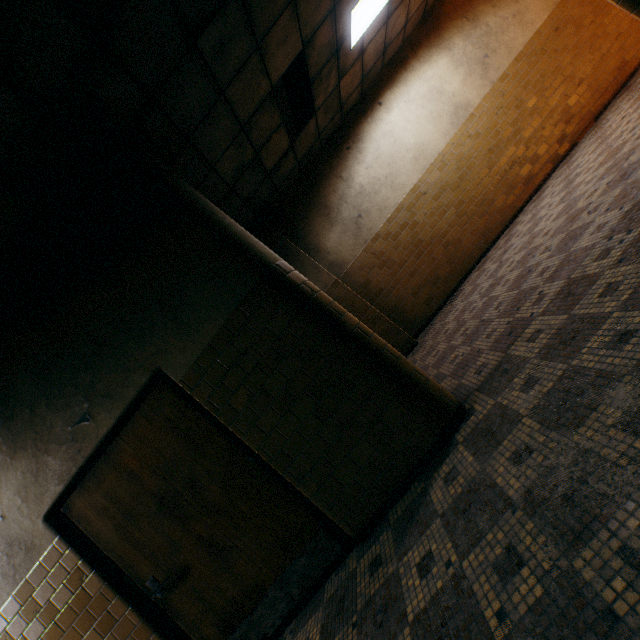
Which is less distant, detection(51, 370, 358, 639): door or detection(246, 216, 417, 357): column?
detection(51, 370, 358, 639): door

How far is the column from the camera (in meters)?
6.03

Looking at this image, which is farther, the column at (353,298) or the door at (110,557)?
the column at (353,298)

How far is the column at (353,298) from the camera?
6.0m

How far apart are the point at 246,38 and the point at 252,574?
5.3m
